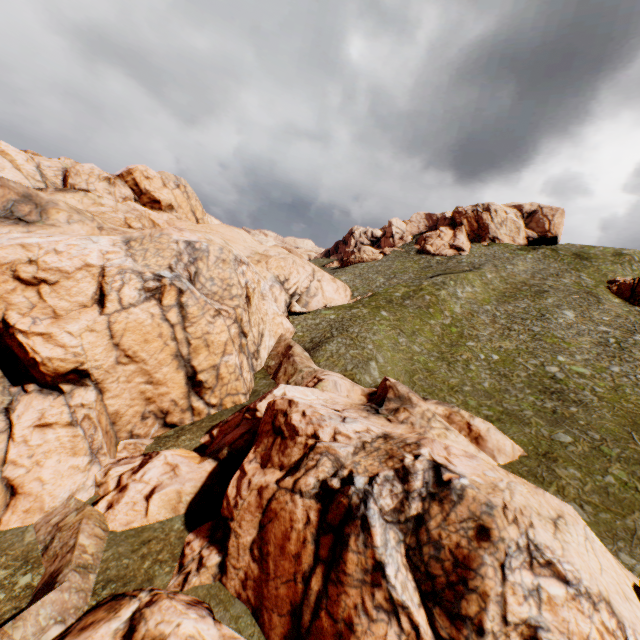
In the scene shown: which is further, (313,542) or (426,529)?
(313,542)

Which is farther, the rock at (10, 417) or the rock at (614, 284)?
the rock at (614, 284)

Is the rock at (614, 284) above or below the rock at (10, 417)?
above

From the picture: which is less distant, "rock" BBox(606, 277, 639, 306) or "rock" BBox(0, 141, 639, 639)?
"rock" BBox(0, 141, 639, 639)

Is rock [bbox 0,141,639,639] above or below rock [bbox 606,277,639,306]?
below
